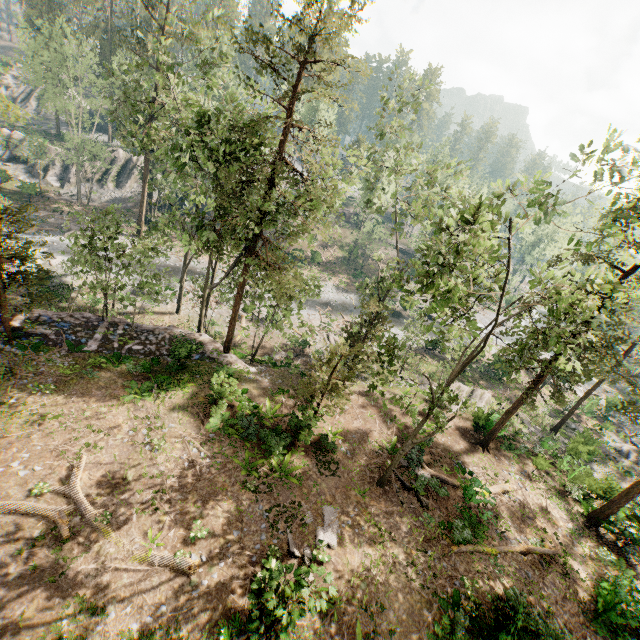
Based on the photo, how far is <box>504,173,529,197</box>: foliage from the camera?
8.1m

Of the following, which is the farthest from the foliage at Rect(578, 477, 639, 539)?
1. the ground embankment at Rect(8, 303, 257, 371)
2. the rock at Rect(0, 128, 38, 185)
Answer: the rock at Rect(0, 128, 38, 185)

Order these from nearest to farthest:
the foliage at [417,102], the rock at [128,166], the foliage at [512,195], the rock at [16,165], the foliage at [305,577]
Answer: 1. the foliage at [512,195]
2. the foliage at [305,577]
3. the foliage at [417,102]
4. the rock at [16,165]
5. the rock at [128,166]

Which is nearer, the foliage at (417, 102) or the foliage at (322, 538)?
the foliage at (322, 538)

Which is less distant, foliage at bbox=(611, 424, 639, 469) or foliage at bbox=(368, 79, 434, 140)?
foliage at bbox=(368, 79, 434, 140)

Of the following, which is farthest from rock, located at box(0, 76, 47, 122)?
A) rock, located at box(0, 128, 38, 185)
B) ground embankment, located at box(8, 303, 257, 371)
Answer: ground embankment, located at box(8, 303, 257, 371)

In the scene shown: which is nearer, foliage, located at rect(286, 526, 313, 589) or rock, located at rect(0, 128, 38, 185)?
foliage, located at rect(286, 526, 313, 589)

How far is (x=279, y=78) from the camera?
14.20m
